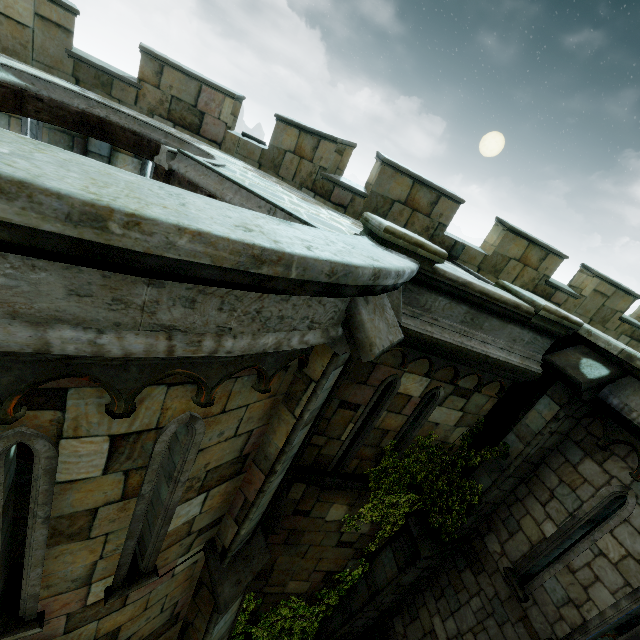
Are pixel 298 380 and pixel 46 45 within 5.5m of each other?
no

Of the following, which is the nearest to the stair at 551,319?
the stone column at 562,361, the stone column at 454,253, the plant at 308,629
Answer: the stone column at 562,361

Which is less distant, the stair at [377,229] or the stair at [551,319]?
the stair at [377,229]

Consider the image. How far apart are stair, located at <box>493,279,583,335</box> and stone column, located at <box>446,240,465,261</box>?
2.7m

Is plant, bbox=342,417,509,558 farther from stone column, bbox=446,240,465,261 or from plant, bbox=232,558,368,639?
stone column, bbox=446,240,465,261

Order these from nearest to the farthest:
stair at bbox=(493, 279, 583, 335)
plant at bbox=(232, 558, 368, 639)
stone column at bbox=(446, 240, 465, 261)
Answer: stair at bbox=(493, 279, 583, 335), plant at bbox=(232, 558, 368, 639), stone column at bbox=(446, 240, 465, 261)

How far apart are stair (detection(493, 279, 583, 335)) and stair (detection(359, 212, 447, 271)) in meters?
2.0 m

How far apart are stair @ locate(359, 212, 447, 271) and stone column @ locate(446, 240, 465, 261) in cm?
409
